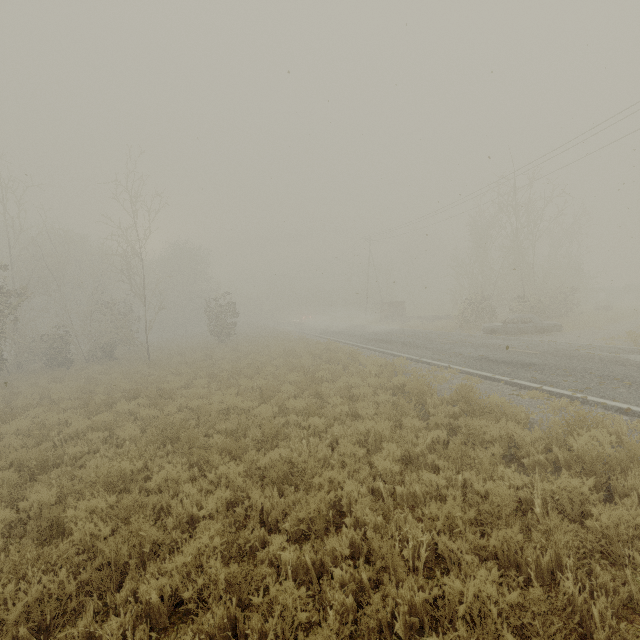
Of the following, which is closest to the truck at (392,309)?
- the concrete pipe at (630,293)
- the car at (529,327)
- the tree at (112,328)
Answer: the car at (529,327)

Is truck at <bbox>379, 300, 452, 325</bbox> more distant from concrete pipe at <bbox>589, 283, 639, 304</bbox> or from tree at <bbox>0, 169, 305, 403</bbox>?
tree at <bbox>0, 169, 305, 403</bbox>

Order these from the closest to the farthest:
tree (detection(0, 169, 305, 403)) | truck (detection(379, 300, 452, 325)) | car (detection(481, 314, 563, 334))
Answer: car (detection(481, 314, 563, 334)) → tree (detection(0, 169, 305, 403)) → truck (detection(379, 300, 452, 325))

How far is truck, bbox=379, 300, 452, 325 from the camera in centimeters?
3132cm

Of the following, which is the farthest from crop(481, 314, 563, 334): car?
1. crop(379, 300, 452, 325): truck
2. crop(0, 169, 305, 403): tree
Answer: crop(0, 169, 305, 403): tree

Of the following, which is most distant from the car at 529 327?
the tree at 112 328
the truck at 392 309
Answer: the tree at 112 328

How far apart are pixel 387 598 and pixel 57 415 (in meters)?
11.13
